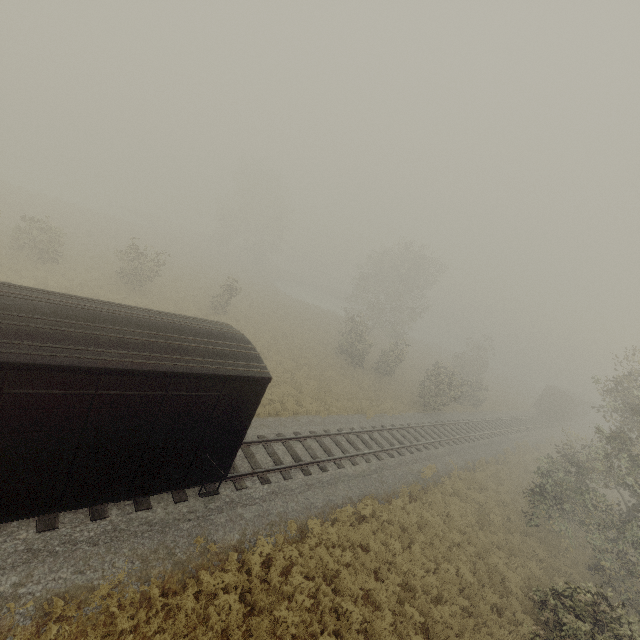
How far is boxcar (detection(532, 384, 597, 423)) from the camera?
41.3 meters

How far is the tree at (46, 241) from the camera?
21.0m

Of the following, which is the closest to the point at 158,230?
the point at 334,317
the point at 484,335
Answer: the point at 334,317

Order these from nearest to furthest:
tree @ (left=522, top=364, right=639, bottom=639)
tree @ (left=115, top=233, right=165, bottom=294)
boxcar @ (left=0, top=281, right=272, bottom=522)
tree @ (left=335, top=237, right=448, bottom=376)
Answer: boxcar @ (left=0, top=281, right=272, bottom=522), tree @ (left=522, top=364, right=639, bottom=639), tree @ (left=115, top=233, right=165, bottom=294), tree @ (left=335, top=237, right=448, bottom=376)

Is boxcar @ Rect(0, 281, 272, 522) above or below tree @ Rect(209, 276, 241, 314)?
above

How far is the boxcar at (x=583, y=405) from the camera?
41.34m

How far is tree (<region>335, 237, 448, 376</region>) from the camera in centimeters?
3067cm

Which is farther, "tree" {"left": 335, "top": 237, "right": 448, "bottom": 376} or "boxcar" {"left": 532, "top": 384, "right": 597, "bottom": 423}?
"boxcar" {"left": 532, "top": 384, "right": 597, "bottom": 423}
